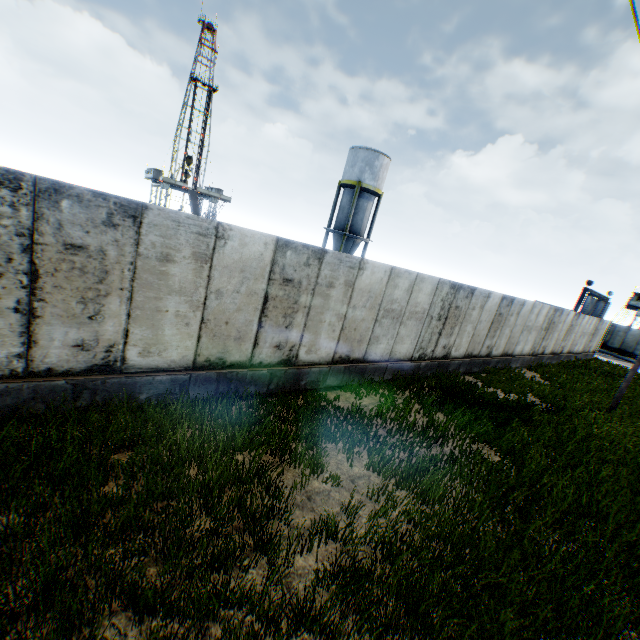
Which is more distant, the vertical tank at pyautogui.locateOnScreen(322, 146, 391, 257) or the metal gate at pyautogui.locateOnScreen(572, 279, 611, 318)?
the metal gate at pyautogui.locateOnScreen(572, 279, 611, 318)

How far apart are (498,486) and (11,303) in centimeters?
863cm

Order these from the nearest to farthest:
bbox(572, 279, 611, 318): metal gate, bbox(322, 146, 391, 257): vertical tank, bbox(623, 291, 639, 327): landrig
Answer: bbox(322, 146, 391, 257): vertical tank < bbox(572, 279, 611, 318): metal gate < bbox(623, 291, 639, 327): landrig

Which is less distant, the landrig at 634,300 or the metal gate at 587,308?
the metal gate at 587,308

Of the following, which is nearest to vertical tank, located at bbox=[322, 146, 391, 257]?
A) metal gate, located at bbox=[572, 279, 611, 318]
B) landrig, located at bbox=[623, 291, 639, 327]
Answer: metal gate, located at bbox=[572, 279, 611, 318]

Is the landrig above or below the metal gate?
above

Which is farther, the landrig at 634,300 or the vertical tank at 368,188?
the landrig at 634,300

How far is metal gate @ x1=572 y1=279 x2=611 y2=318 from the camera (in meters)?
32.25
